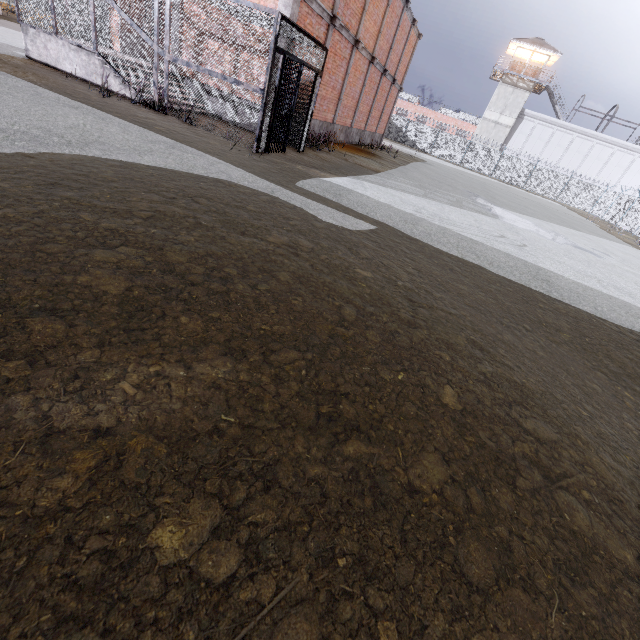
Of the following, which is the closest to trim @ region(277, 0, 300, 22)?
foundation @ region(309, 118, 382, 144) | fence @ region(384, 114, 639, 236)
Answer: foundation @ region(309, 118, 382, 144)

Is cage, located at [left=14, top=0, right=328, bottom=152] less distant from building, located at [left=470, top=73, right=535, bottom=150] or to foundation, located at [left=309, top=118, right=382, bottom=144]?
foundation, located at [left=309, top=118, right=382, bottom=144]

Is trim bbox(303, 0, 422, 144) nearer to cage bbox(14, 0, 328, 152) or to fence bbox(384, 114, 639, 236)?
cage bbox(14, 0, 328, 152)

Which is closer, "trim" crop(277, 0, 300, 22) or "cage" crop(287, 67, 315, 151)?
"trim" crop(277, 0, 300, 22)

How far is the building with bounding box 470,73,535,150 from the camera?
40.6m

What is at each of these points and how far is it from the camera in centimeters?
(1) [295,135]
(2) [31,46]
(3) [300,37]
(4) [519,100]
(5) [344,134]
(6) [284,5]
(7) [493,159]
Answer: (1) cage, 1091cm
(2) stair, 978cm
(3) cage, 913cm
(4) building, 4116cm
(5) foundation, 1783cm
(6) trim, 934cm
(7) fence, 3888cm

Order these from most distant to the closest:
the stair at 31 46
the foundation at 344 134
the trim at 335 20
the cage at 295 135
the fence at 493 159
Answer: the fence at 493 159, the foundation at 344 134, the trim at 335 20, the cage at 295 135, the stair at 31 46

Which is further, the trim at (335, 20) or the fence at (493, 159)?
the fence at (493, 159)
